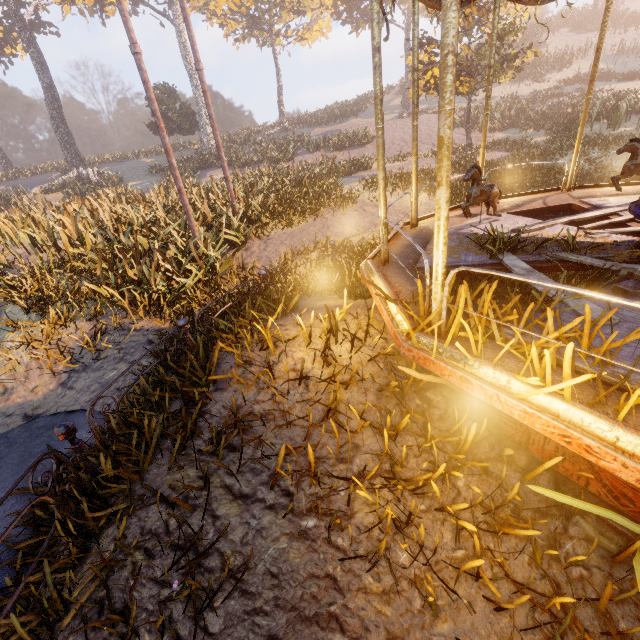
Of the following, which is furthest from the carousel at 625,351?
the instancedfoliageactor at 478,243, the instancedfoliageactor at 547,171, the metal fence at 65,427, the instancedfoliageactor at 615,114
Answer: the instancedfoliageactor at 615,114

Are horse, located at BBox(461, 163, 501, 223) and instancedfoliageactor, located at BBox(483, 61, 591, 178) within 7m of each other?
no

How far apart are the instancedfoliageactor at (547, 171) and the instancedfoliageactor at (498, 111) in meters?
11.1 m

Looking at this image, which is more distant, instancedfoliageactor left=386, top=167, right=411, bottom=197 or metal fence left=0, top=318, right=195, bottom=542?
instancedfoliageactor left=386, top=167, right=411, bottom=197

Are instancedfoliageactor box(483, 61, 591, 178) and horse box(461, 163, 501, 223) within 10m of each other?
no

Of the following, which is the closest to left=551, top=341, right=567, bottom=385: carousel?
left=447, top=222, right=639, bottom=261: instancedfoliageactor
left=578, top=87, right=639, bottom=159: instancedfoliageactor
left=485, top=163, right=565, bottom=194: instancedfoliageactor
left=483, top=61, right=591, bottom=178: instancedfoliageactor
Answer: left=447, top=222, right=639, bottom=261: instancedfoliageactor

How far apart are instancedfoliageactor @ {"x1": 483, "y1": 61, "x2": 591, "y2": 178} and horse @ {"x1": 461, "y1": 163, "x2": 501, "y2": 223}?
18.2m

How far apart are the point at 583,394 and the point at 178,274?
7.4m
